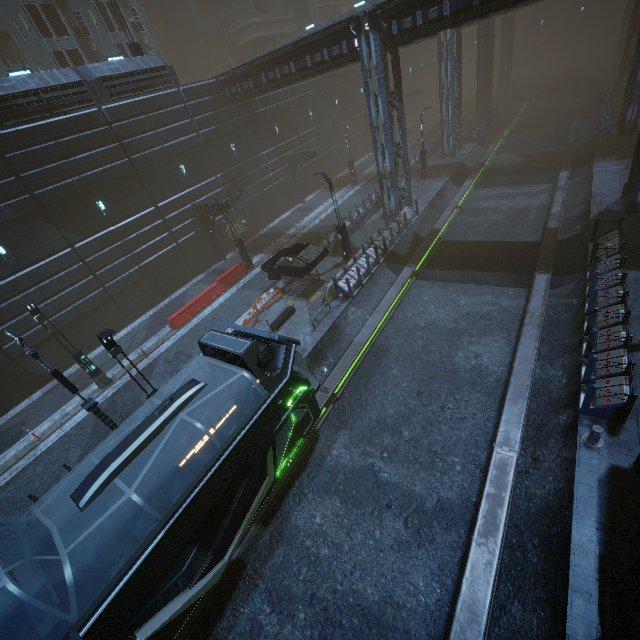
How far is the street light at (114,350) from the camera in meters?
9.5 m

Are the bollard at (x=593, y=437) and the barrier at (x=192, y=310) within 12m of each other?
no

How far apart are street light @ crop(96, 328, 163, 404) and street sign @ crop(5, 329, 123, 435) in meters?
0.8

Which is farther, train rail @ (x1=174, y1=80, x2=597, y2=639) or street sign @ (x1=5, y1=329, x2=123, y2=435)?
street sign @ (x1=5, y1=329, x2=123, y2=435)

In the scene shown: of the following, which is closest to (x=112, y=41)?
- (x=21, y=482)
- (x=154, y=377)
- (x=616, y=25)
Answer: (x=154, y=377)

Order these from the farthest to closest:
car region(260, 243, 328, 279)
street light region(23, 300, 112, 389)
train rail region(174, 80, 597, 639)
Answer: car region(260, 243, 328, 279)
street light region(23, 300, 112, 389)
train rail region(174, 80, 597, 639)

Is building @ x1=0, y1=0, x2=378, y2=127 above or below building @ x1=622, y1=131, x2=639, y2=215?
above

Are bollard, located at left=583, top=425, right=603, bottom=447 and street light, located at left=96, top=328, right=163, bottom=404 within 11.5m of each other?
no
